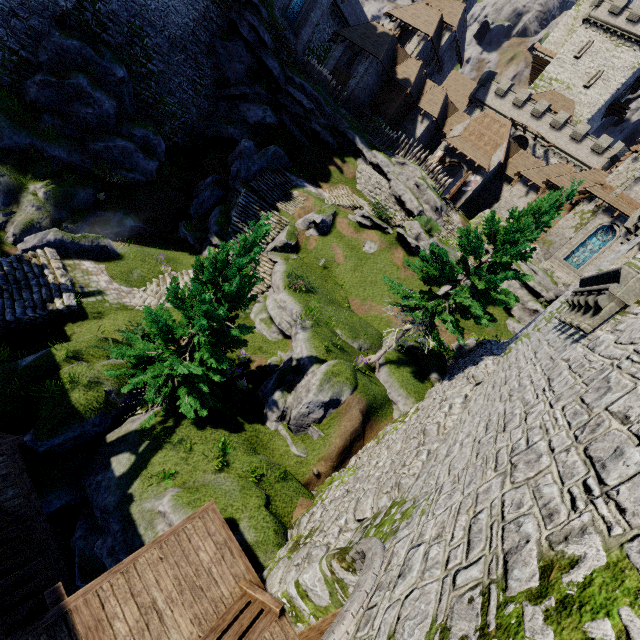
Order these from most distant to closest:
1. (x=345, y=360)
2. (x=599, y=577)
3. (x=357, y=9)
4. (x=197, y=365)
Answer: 1. (x=357, y=9)
2. (x=345, y=360)
3. (x=197, y=365)
4. (x=599, y=577)

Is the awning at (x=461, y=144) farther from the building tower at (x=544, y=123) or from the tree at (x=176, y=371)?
the tree at (x=176, y=371)

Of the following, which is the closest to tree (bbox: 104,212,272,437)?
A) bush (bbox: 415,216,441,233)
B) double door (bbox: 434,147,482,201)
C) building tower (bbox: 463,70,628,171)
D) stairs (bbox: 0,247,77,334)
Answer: stairs (bbox: 0,247,77,334)

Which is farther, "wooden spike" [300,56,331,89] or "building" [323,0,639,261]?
"wooden spike" [300,56,331,89]

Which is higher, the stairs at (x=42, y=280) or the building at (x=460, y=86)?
the building at (x=460, y=86)

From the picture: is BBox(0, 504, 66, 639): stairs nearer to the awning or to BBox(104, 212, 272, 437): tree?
BBox(104, 212, 272, 437): tree

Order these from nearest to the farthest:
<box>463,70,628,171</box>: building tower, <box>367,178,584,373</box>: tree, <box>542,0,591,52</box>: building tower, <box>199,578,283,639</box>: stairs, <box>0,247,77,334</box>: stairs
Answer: <box>199,578,283,639</box>: stairs, <box>367,178,584,373</box>: tree, <box>0,247,77,334</box>: stairs, <box>463,70,628,171</box>: building tower, <box>542,0,591,52</box>: building tower

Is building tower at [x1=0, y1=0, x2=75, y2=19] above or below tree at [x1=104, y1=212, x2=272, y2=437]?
above
